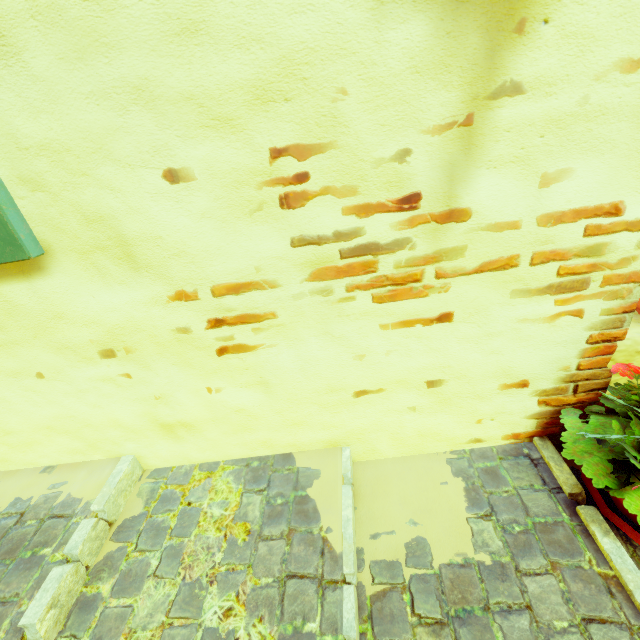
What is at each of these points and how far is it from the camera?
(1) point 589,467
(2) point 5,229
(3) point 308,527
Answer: (1) flower pot, 1.06m
(2) window, 0.88m
(3) stair, 1.11m

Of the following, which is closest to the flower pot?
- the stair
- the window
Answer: the stair

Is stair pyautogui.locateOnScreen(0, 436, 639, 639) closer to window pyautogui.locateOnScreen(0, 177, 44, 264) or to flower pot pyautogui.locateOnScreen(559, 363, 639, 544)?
flower pot pyautogui.locateOnScreen(559, 363, 639, 544)

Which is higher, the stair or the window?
the window

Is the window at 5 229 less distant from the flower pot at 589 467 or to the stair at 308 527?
the stair at 308 527

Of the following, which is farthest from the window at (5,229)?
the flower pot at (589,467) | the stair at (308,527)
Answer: the flower pot at (589,467)
